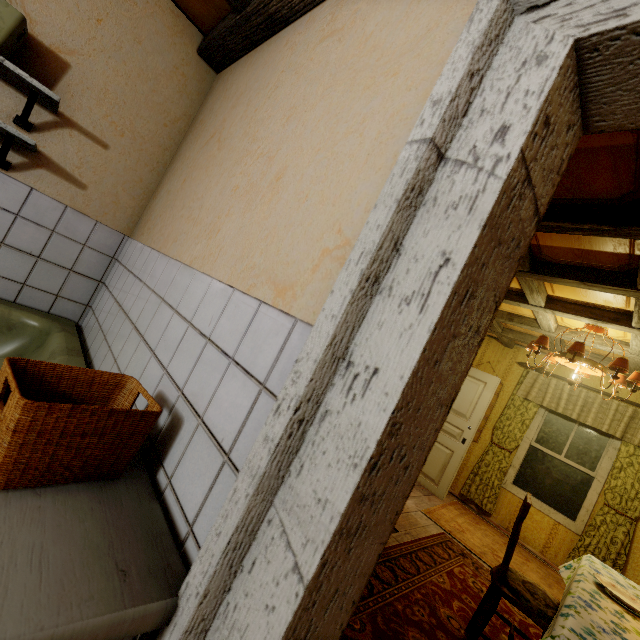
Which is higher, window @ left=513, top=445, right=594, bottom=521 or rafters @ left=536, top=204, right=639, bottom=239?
rafters @ left=536, top=204, right=639, bottom=239

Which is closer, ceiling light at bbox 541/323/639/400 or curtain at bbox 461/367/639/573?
ceiling light at bbox 541/323/639/400

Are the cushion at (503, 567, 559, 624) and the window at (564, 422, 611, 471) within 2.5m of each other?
no

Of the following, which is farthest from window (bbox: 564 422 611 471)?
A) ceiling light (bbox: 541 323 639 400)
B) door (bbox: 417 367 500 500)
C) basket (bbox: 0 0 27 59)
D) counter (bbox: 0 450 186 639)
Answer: Result: basket (bbox: 0 0 27 59)

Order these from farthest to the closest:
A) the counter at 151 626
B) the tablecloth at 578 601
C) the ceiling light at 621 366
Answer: the ceiling light at 621 366 → the tablecloth at 578 601 → the counter at 151 626

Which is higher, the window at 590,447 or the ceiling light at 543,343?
the ceiling light at 543,343

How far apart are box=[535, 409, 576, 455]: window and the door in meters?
1.1

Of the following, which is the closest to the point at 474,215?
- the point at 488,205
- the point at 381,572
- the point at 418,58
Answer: the point at 488,205
